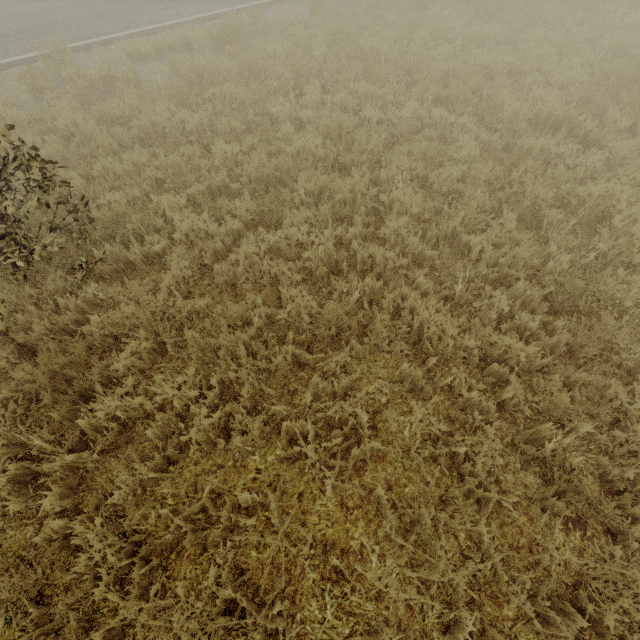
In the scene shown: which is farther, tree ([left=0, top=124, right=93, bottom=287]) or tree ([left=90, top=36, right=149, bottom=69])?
tree ([left=90, top=36, right=149, bottom=69])

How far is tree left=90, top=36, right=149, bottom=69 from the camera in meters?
8.4

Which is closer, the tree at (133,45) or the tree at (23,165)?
the tree at (23,165)

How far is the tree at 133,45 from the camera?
8.4m

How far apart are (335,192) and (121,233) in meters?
3.1

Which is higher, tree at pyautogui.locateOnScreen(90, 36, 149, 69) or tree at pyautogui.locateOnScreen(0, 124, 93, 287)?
tree at pyautogui.locateOnScreen(0, 124, 93, 287)
